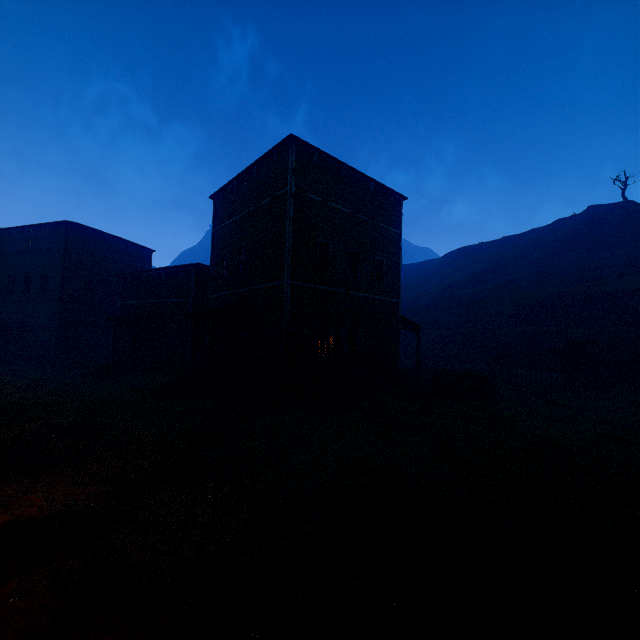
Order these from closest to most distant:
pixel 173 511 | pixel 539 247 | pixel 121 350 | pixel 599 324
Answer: pixel 173 511 → pixel 599 324 → pixel 121 350 → pixel 539 247

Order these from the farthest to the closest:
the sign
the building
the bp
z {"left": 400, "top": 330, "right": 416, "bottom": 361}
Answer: z {"left": 400, "top": 330, "right": 416, "bottom": 361} → the bp → the building → the sign

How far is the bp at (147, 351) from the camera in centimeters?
2239cm

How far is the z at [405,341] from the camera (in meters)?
28.86

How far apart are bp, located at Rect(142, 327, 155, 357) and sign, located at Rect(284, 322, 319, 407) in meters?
14.5

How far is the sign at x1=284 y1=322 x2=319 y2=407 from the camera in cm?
1204

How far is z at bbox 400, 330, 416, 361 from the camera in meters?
28.9 m

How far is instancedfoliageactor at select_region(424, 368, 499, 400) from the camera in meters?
14.8 m
